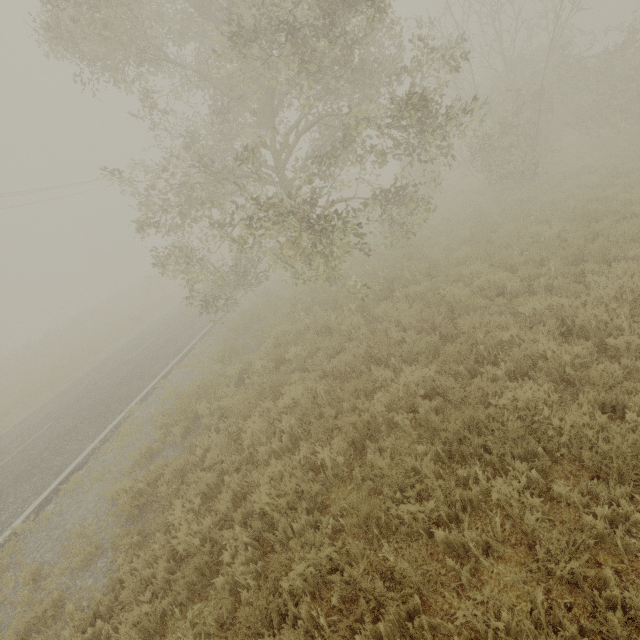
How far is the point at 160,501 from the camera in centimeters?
562cm
